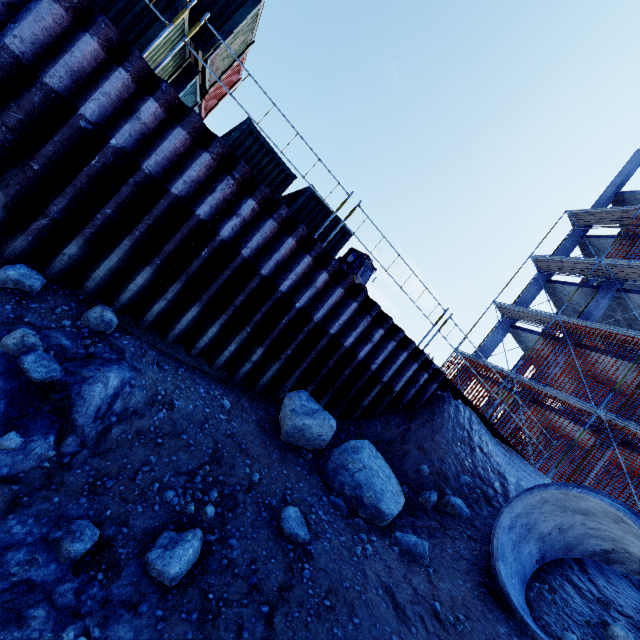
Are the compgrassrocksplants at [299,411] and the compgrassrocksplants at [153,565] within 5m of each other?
yes

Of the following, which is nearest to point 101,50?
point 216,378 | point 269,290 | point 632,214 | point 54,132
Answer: point 54,132

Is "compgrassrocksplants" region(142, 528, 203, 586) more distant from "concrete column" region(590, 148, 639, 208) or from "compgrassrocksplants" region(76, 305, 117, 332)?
"concrete column" region(590, 148, 639, 208)

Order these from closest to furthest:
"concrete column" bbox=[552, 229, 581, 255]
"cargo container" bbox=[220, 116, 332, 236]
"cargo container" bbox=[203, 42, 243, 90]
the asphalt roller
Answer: "cargo container" bbox=[203, 42, 243, 90], "cargo container" bbox=[220, 116, 332, 236], the asphalt roller, "concrete column" bbox=[552, 229, 581, 255]

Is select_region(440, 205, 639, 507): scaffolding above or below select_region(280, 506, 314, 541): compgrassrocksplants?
Result: above

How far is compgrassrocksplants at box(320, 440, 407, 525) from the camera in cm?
511

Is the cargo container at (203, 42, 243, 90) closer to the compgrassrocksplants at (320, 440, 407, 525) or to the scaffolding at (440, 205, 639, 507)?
the scaffolding at (440, 205, 639, 507)

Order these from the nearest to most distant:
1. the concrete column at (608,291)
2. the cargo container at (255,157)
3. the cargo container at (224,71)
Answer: the cargo container at (224,71) < the cargo container at (255,157) < the concrete column at (608,291)
